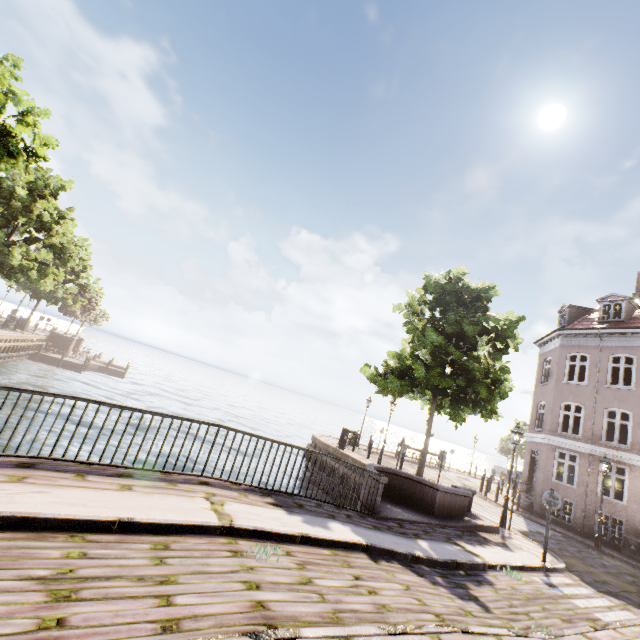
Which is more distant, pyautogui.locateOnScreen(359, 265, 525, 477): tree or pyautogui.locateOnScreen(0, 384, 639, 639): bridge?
pyautogui.locateOnScreen(359, 265, 525, 477): tree

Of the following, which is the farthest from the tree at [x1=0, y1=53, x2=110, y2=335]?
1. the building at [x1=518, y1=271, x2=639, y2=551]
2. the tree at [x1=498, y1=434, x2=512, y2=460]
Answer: the tree at [x1=498, y1=434, x2=512, y2=460]

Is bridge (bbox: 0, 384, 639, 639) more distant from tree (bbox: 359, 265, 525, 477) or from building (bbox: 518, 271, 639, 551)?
building (bbox: 518, 271, 639, 551)

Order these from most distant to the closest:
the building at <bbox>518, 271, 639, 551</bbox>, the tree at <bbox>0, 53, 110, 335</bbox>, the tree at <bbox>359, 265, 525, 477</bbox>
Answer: the building at <bbox>518, 271, 639, 551</bbox> → the tree at <bbox>359, 265, 525, 477</bbox> → the tree at <bbox>0, 53, 110, 335</bbox>

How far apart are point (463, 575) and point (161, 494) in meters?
6.2 m

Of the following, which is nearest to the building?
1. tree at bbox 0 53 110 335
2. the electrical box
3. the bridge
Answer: the electrical box

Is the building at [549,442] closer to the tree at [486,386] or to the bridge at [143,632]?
the tree at [486,386]
